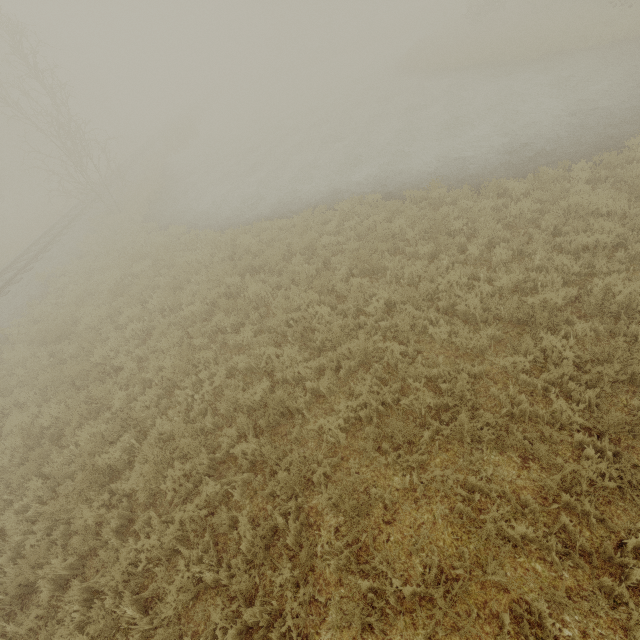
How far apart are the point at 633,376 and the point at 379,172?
11.42m
